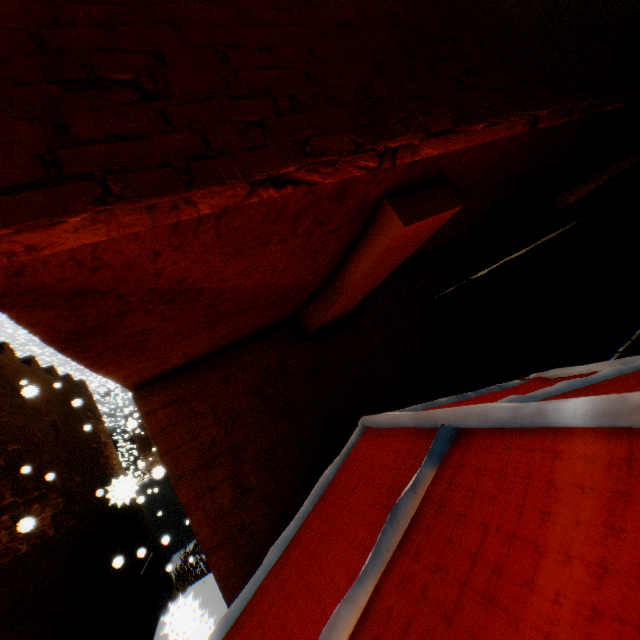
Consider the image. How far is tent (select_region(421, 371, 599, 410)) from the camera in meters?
1.9 m

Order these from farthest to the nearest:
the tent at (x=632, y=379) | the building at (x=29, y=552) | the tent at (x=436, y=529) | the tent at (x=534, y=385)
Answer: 1. the building at (x=29, y=552)
2. the tent at (x=534, y=385)
3. the tent at (x=632, y=379)
4. the tent at (x=436, y=529)

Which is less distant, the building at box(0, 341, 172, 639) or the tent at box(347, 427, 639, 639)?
the tent at box(347, 427, 639, 639)

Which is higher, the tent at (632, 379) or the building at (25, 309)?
the building at (25, 309)

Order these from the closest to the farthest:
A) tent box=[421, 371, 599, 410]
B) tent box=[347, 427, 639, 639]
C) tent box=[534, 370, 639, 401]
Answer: tent box=[347, 427, 639, 639] → tent box=[534, 370, 639, 401] → tent box=[421, 371, 599, 410]

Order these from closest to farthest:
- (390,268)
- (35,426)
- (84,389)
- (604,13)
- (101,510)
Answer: (390,268)
(604,13)
(35,426)
(101,510)
(84,389)

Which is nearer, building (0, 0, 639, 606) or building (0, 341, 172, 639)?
building (0, 0, 639, 606)
